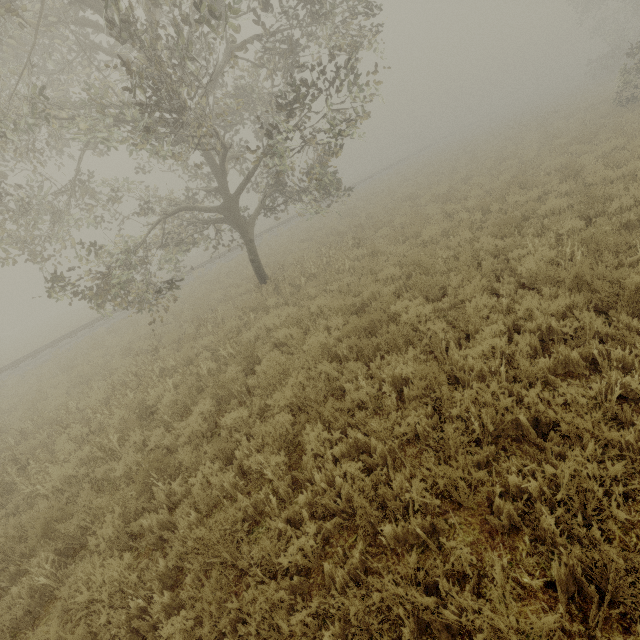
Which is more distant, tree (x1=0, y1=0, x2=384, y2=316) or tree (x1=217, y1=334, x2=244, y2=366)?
tree (x1=217, y1=334, x2=244, y2=366)

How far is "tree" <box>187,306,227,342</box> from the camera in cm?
952

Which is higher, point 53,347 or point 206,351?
point 53,347

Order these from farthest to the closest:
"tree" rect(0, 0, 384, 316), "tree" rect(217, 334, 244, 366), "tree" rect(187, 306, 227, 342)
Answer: "tree" rect(187, 306, 227, 342) < "tree" rect(217, 334, 244, 366) < "tree" rect(0, 0, 384, 316)

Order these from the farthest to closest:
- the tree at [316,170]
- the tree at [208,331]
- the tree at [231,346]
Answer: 1. the tree at [208,331]
2. the tree at [231,346]
3. the tree at [316,170]

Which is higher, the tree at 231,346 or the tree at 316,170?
the tree at 316,170
